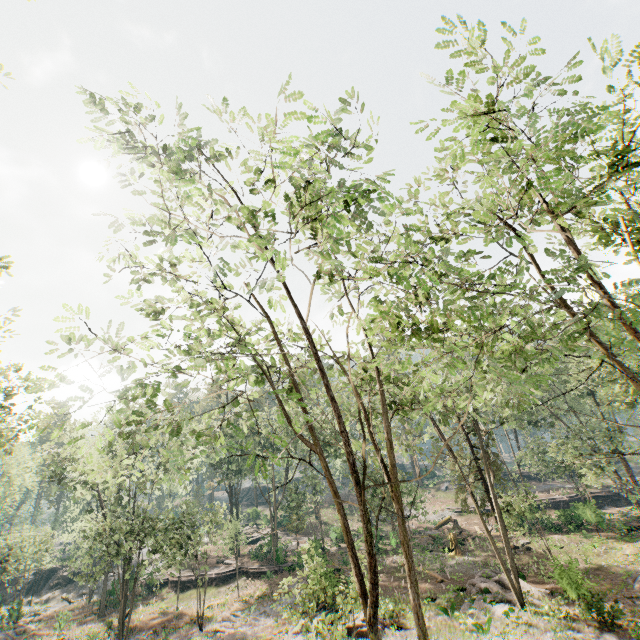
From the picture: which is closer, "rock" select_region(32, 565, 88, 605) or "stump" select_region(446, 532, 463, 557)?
"stump" select_region(446, 532, 463, 557)

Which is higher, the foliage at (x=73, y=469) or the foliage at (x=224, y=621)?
the foliage at (x=73, y=469)

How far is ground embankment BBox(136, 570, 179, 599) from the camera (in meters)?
37.00

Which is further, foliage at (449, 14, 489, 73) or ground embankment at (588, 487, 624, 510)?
ground embankment at (588, 487, 624, 510)

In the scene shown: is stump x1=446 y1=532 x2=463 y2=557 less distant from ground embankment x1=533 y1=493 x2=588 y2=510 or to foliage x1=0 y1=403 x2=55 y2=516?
foliage x1=0 y1=403 x2=55 y2=516

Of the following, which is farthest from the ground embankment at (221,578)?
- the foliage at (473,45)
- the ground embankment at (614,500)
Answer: the ground embankment at (614,500)

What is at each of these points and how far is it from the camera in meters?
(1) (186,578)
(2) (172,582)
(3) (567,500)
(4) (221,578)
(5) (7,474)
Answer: (1) ground embankment, 37.2
(2) ground embankment, 37.7
(3) ground embankment, 41.3
(4) ground embankment, 36.3
(5) foliage, 39.8

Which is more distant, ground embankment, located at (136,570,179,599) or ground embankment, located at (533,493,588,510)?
ground embankment, located at (136,570,179,599)
